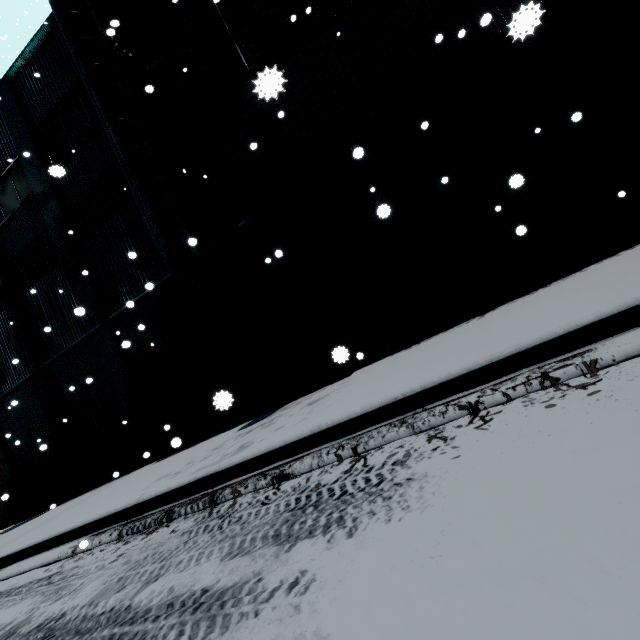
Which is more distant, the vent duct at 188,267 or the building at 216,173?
the vent duct at 188,267

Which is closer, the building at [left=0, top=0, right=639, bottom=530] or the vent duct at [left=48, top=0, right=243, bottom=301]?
the building at [left=0, top=0, right=639, bottom=530]

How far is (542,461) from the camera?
1.62m
